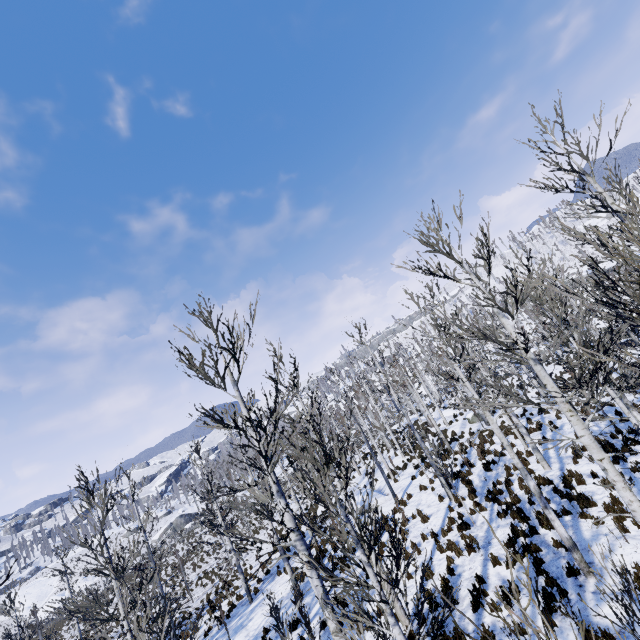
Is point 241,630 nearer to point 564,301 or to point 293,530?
point 293,530

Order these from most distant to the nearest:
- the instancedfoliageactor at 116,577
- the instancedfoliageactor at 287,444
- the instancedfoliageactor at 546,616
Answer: the instancedfoliageactor at 116,577 → the instancedfoliageactor at 287,444 → the instancedfoliageactor at 546,616

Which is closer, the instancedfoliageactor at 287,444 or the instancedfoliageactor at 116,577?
the instancedfoliageactor at 287,444

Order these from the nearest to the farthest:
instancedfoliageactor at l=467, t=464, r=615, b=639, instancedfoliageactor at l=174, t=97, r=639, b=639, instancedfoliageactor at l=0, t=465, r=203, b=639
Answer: instancedfoliageactor at l=467, t=464, r=615, b=639, instancedfoliageactor at l=174, t=97, r=639, b=639, instancedfoliageactor at l=0, t=465, r=203, b=639

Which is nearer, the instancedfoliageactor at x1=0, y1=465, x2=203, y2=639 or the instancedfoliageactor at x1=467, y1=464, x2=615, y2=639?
the instancedfoliageactor at x1=467, y1=464, x2=615, y2=639
